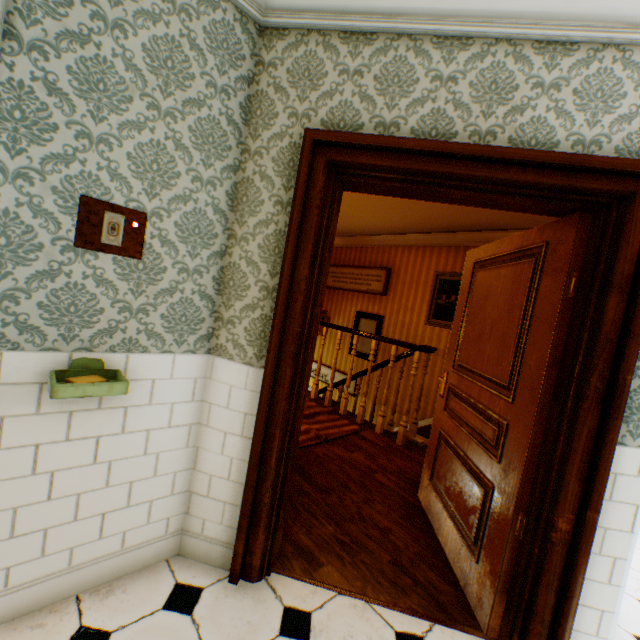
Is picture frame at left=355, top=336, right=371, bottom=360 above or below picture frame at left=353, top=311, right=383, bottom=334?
below

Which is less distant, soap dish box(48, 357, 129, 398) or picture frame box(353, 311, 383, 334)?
soap dish box(48, 357, 129, 398)

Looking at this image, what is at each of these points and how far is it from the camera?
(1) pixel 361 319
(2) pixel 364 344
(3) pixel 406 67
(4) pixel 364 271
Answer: (1) picture frame, 7.1 meters
(2) picture frame, 7.0 meters
(3) building, 1.6 meters
(4) picture frame, 7.1 meters

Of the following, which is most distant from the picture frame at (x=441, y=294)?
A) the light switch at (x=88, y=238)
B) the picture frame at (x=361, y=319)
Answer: the light switch at (x=88, y=238)

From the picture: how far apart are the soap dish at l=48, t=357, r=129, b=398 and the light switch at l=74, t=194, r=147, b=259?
0.5 meters

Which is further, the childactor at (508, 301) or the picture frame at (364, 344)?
the picture frame at (364, 344)

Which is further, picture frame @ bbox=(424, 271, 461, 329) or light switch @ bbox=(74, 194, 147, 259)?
picture frame @ bbox=(424, 271, 461, 329)

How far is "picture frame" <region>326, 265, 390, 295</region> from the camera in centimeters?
670cm
